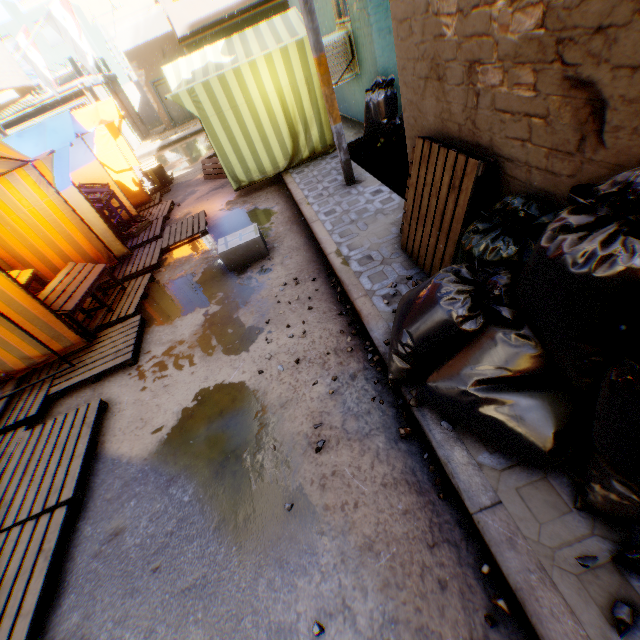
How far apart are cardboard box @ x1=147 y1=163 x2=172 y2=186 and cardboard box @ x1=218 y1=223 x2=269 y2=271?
3.6m

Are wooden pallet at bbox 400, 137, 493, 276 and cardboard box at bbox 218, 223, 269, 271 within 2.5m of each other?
yes

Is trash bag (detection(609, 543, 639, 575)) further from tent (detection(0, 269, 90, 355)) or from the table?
the table

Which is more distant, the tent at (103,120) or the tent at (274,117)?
the tent at (274,117)

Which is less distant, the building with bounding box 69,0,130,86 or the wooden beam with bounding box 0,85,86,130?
the wooden beam with bounding box 0,85,86,130

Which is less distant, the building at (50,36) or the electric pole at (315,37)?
the electric pole at (315,37)

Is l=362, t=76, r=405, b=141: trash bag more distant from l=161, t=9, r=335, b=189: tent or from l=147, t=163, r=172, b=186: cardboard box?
l=147, t=163, r=172, b=186: cardboard box

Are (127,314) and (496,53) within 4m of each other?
no
